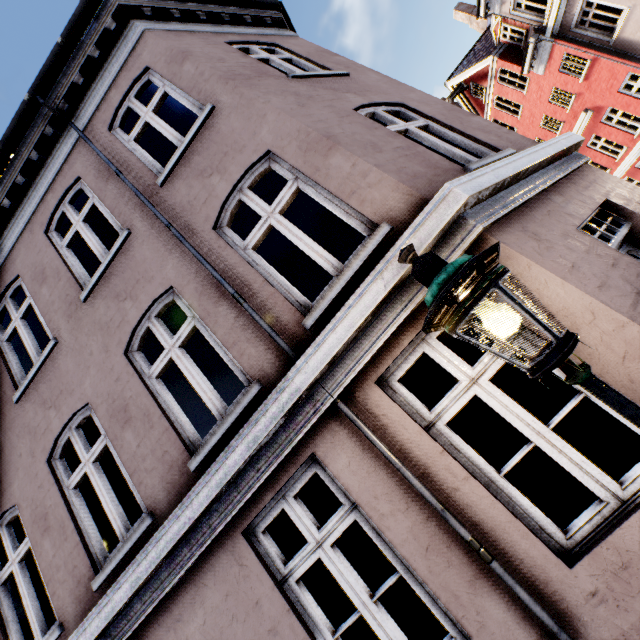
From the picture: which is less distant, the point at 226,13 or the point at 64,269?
the point at 64,269

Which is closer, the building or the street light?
the street light

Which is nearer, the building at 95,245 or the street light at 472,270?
the street light at 472,270
